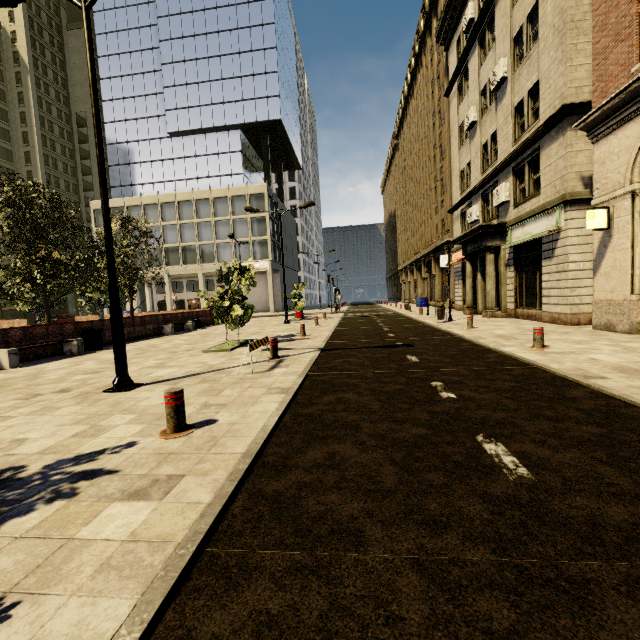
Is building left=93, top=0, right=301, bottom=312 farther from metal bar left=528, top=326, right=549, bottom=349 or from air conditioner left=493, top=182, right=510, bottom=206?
metal bar left=528, top=326, right=549, bottom=349

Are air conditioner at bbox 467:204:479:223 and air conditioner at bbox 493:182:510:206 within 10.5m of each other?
yes

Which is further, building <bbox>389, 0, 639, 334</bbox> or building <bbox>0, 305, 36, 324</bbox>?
building <bbox>0, 305, 36, 324</bbox>

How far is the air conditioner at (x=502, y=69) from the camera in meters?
15.8

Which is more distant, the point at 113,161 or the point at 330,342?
the point at 113,161

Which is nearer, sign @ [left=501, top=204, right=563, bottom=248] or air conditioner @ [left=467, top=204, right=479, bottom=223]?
sign @ [left=501, top=204, right=563, bottom=248]

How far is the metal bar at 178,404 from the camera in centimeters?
397cm

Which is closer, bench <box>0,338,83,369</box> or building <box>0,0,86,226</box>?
bench <box>0,338,83,369</box>
